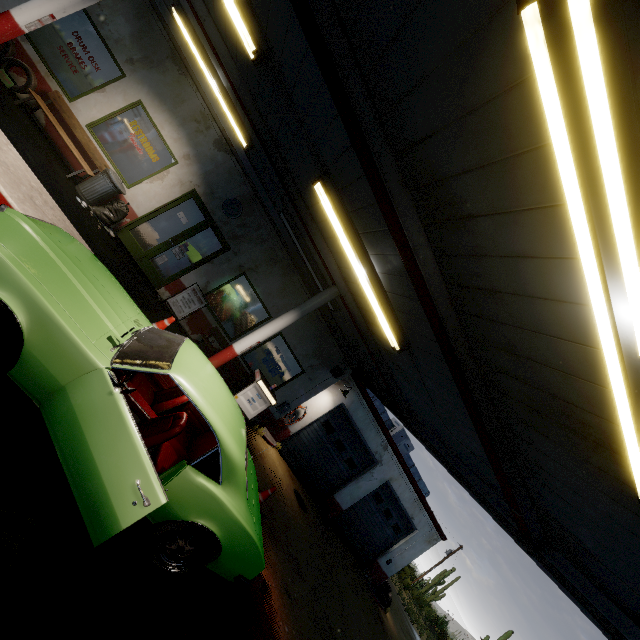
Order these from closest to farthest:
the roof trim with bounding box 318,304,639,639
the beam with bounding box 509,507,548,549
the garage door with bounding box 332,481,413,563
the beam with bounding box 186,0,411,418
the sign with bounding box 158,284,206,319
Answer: the roof trim with bounding box 318,304,639,639 → the beam with bounding box 509,507,548,549 → the beam with bounding box 186,0,411,418 → the sign with bounding box 158,284,206,319 → the garage door with bounding box 332,481,413,563

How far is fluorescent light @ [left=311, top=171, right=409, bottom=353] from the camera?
4.5m

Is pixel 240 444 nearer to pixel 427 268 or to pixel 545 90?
pixel 427 268

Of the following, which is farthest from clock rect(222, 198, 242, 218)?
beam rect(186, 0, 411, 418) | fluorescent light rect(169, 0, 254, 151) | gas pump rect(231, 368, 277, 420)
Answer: gas pump rect(231, 368, 277, 420)

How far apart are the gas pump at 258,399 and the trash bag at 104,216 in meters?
5.6 m

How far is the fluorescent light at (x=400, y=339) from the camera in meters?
4.5 m

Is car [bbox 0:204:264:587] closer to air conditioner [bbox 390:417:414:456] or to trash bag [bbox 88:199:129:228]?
trash bag [bbox 88:199:129:228]

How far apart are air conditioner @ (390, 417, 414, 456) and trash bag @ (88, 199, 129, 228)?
13.37m
